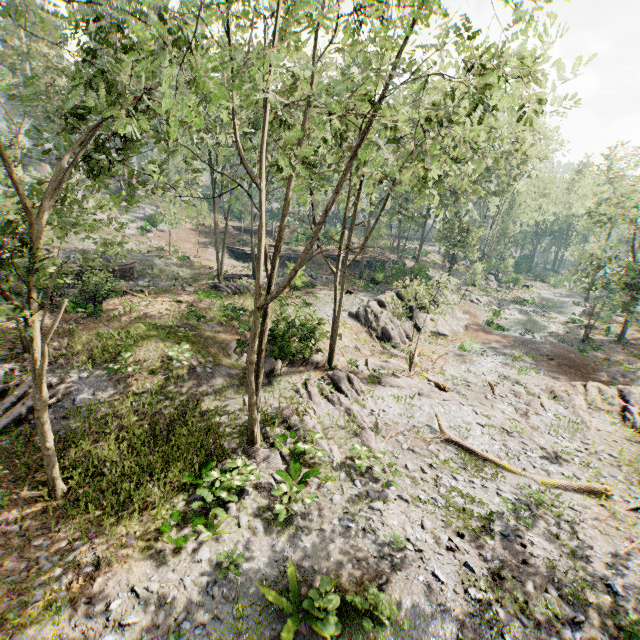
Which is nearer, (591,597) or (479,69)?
(479,69)

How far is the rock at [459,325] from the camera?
30.55m

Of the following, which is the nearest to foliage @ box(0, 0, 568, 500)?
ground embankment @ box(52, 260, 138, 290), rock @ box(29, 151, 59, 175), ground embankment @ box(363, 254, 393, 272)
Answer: ground embankment @ box(363, 254, 393, 272)

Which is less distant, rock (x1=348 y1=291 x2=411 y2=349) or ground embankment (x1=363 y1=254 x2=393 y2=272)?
rock (x1=348 y1=291 x2=411 y2=349)

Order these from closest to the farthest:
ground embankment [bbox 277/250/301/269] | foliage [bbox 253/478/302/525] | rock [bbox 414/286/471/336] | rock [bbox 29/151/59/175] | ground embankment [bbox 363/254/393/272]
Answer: foliage [bbox 253/478/302/525] < ground embankment [bbox 277/250/301/269] < rock [bbox 414/286/471/336] < ground embankment [bbox 363/254/393/272] < rock [bbox 29/151/59/175]

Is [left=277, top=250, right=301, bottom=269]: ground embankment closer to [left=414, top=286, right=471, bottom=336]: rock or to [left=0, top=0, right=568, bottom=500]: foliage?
[left=0, top=0, right=568, bottom=500]: foliage

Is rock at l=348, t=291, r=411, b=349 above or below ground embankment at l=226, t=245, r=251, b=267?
below

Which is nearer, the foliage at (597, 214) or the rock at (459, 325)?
the foliage at (597, 214)
